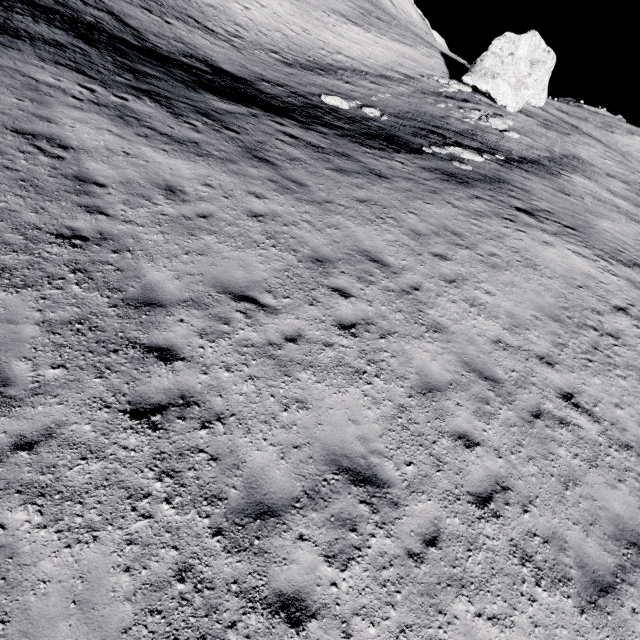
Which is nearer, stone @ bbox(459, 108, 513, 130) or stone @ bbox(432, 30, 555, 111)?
stone @ bbox(459, 108, 513, 130)

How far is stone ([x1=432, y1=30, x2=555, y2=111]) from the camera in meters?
32.8 m

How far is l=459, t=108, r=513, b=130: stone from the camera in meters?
26.2

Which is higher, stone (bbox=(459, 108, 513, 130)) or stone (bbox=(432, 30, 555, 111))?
stone (bbox=(432, 30, 555, 111))

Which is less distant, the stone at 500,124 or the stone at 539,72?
the stone at 500,124

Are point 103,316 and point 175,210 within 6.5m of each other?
yes

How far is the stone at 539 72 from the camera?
32.84m
